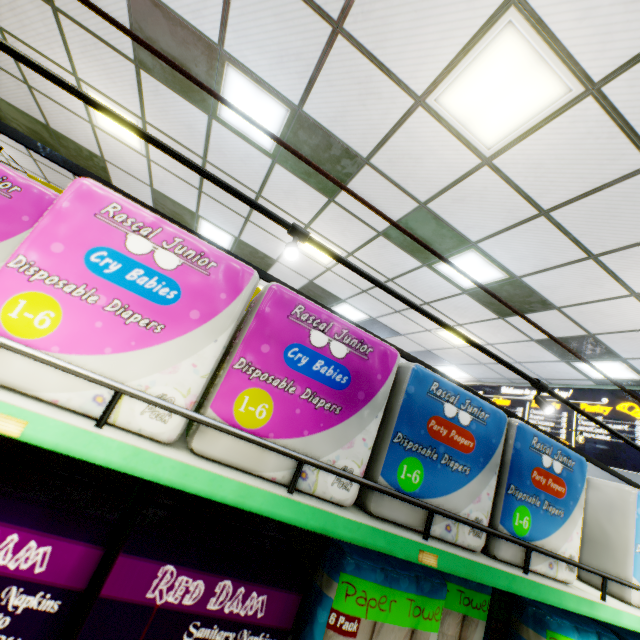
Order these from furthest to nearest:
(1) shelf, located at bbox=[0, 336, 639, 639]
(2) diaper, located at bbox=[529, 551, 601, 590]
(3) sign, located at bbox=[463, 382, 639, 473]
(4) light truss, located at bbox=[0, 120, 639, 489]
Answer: (3) sign, located at bbox=[463, 382, 639, 473]
(4) light truss, located at bbox=[0, 120, 639, 489]
(2) diaper, located at bbox=[529, 551, 601, 590]
(1) shelf, located at bbox=[0, 336, 639, 639]

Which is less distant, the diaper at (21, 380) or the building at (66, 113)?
Result: the diaper at (21, 380)

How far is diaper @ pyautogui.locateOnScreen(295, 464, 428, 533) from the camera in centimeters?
85cm

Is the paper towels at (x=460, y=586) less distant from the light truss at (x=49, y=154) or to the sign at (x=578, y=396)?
the light truss at (x=49, y=154)

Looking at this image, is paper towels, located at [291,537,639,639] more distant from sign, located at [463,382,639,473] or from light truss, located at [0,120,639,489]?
sign, located at [463,382,639,473]

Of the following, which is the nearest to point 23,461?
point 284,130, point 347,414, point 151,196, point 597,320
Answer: point 347,414

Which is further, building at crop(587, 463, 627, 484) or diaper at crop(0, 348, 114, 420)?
building at crop(587, 463, 627, 484)

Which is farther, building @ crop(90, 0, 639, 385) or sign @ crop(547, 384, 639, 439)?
sign @ crop(547, 384, 639, 439)
